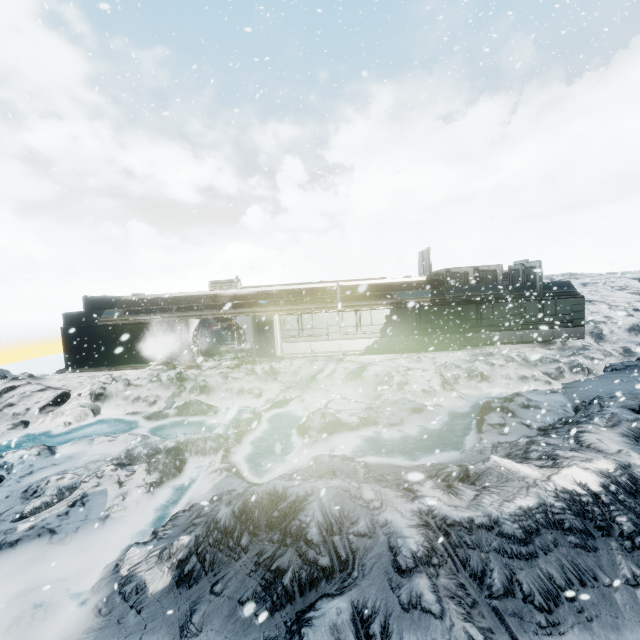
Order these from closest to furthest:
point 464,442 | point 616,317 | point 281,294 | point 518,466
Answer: point 518,466 → point 464,442 → point 281,294 → point 616,317
